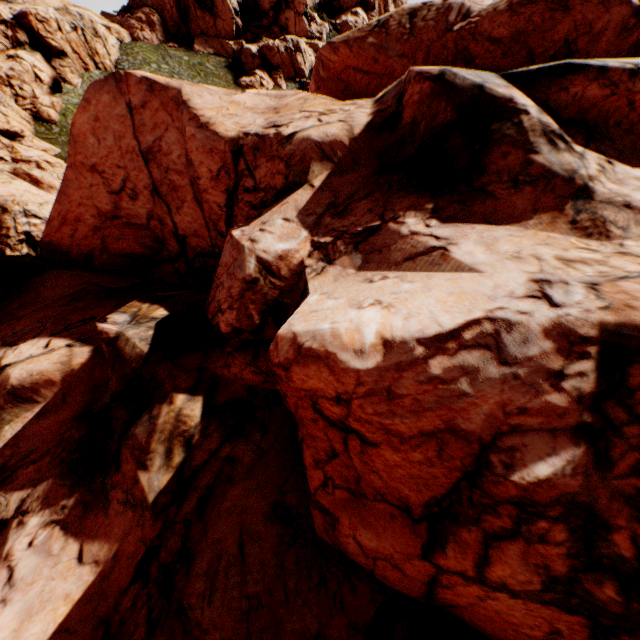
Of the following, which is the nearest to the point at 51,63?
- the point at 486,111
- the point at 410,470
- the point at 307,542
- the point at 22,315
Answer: the point at 22,315
